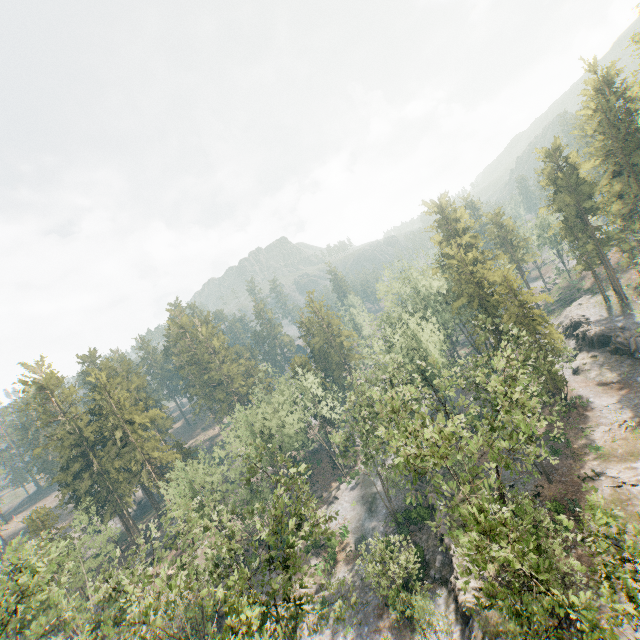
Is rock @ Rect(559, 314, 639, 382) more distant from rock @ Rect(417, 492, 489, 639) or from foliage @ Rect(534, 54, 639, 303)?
rock @ Rect(417, 492, 489, 639)

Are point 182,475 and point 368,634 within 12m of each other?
no

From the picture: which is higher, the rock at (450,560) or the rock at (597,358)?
the rock at (597,358)

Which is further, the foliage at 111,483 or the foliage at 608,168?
the foliage at 608,168

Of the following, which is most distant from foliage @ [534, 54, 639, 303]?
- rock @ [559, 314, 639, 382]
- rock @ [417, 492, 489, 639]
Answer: rock @ [559, 314, 639, 382]

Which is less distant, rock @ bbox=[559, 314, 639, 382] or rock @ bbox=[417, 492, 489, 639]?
rock @ bbox=[417, 492, 489, 639]
